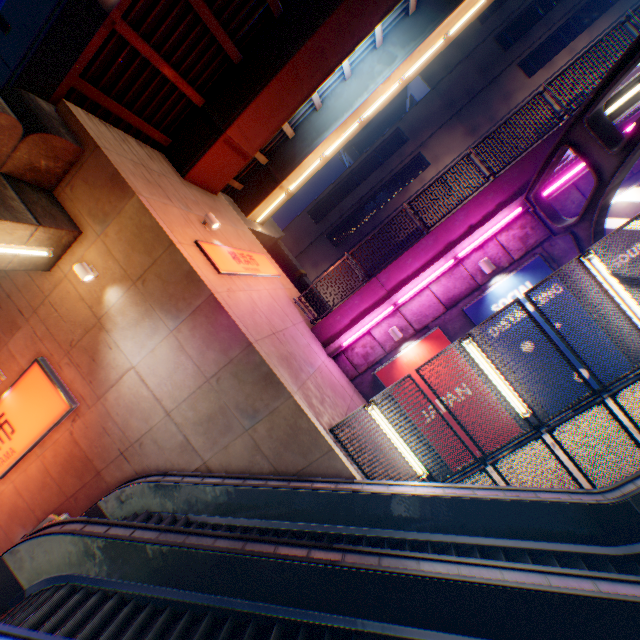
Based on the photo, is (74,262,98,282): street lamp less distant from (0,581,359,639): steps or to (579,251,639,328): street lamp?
(0,581,359,639): steps

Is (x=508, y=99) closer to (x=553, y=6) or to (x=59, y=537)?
(x=553, y=6)

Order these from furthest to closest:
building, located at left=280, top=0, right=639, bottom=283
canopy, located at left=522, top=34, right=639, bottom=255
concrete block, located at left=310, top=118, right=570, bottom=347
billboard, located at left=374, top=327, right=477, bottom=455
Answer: building, located at left=280, top=0, right=639, bottom=283 < billboard, located at left=374, top=327, right=477, bottom=455 < concrete block, located at left=310, top=118, right=570, bottom=347 < canopy, located at left=522, top=34, right=639, bottom=255

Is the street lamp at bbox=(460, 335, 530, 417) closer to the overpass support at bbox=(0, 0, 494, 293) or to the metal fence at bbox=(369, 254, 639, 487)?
the metal fence at bbox=(369, 254, 639, 487)

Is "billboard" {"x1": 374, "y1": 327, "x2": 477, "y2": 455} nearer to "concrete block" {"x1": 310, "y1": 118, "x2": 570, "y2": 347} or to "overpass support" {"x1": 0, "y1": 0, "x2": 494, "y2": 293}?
"concrete block" {"x1": 310, "y1": 118, "x2": 570, "y2": 347}

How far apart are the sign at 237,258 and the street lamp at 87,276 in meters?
2.4 m

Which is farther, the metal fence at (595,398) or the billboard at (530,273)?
the billboard at (530,273)

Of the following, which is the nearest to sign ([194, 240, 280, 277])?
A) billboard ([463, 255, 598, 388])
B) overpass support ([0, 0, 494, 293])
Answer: overpass support ([0, 0, 494, 293])
